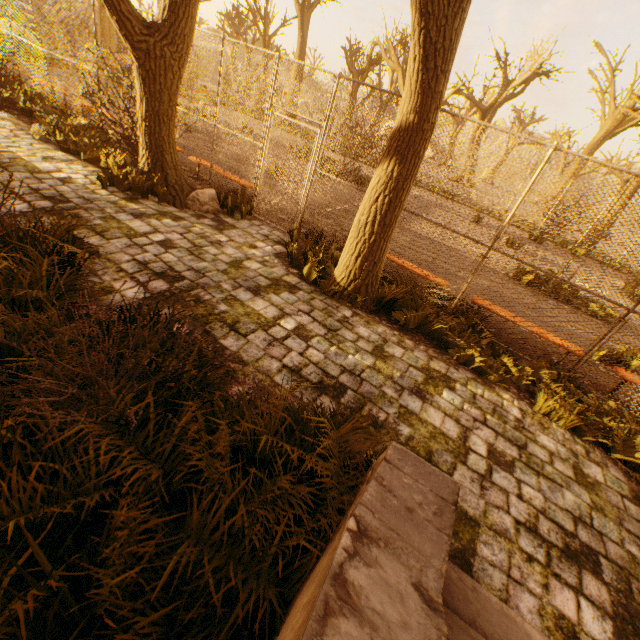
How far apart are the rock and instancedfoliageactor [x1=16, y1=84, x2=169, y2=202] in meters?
2.0

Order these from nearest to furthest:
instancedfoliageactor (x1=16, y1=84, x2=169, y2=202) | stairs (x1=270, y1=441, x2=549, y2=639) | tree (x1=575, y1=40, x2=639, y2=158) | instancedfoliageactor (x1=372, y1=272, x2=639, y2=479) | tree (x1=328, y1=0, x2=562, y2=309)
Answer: stairs (x1=270, y1=441, x2=549, y2=639) → tree (x1=328, y1=0, x2=562, y2=309) → instancedfoliageactor (x1=372, y1=272, x2=639, y2=479) → instancedfoliageactor (x1=16, y1=84, x2=169, y2=202) → tree (x1=575, y1=40, x2=639, y2=158)

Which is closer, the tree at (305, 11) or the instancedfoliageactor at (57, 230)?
the instancedfoliageactor at (57, 230)

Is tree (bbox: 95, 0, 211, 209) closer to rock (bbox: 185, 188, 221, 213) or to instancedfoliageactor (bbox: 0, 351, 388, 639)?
rock (bbox: 185, 188, 221, 213)

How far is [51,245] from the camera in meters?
3.9 m

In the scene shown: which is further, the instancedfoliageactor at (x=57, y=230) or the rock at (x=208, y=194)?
the rock at (x=208, y=194)

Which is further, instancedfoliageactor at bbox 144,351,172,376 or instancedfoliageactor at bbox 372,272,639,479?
instancedfoliageactor at bbox 372,272,639,479
